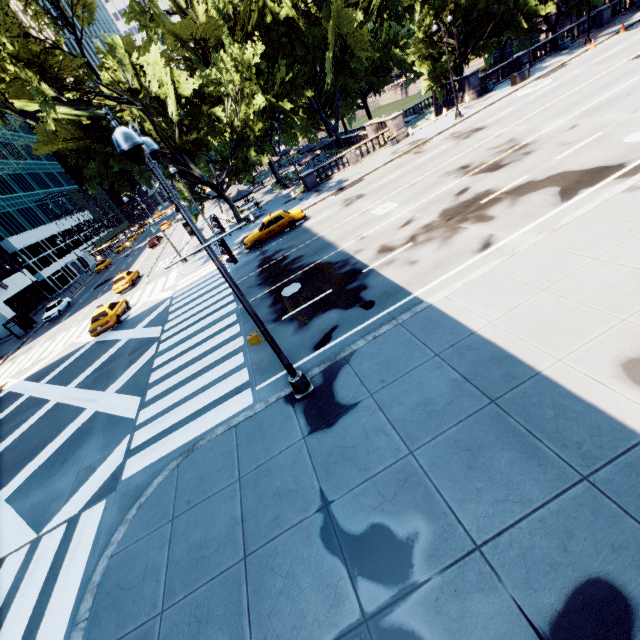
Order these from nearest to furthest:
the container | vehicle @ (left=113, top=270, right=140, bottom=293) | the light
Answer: the light → the container → vehicle @ (left=113, top=270, right=140, bottom=293)

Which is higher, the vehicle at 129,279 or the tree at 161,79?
the tree at 161,79

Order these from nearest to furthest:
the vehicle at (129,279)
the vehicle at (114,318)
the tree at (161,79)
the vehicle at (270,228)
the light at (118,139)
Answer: the light at (118,139) → the tree at (161,79) → the vehicle at (114,318) → the vehicle at (270,228) → the vehicle at (129,279)

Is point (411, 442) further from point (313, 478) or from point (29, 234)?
point (29, 234)

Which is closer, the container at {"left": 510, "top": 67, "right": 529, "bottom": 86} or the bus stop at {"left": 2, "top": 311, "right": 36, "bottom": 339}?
the container at {"left": 510, "top": 67, "right": 529, "bottom": 86}

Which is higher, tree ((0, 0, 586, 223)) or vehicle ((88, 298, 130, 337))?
tree ((0, 0, 586, 223))

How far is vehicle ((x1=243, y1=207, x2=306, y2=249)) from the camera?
23.9 meters

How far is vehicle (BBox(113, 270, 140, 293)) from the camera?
32.5 meters
